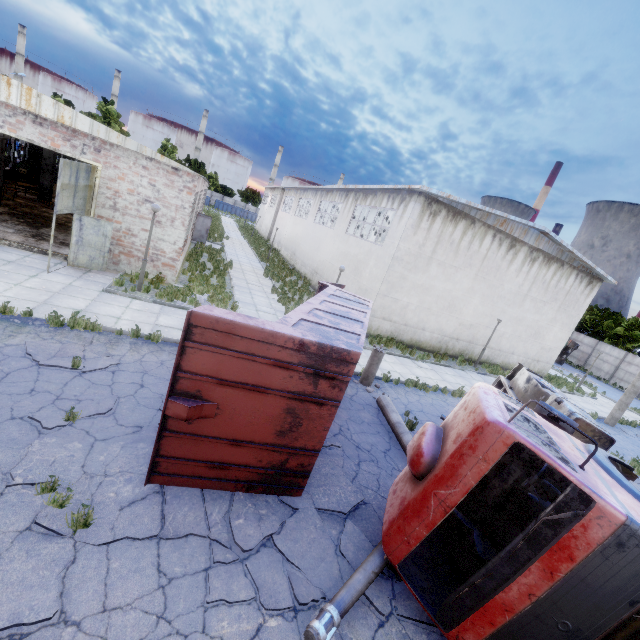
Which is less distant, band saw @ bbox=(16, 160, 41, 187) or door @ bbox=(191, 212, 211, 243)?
band saw @ bbox=(16, 160, 41, 187)

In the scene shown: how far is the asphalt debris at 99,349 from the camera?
8.06m

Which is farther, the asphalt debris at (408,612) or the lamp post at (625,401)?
the lamp post at (625,401)

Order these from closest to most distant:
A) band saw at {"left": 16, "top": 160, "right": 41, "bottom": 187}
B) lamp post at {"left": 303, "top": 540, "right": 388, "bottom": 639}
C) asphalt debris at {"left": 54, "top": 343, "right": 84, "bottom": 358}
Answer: lamp post at {"left": 303, "top": 540, "right": 388, "bottom": 639} → asphalt debris at {"left": 54, "top": 343, "right": 84, "bottom": 358} → band saw at {"left": 16, "top": 160, "right": 41, "bottom": 187}

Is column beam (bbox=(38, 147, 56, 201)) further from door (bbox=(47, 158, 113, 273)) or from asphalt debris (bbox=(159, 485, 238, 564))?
asphalt debris (bbox=(159, 485, 238, 564))

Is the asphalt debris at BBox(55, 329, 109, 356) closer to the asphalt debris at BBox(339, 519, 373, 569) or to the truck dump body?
the asphalt debris at BBox(339, 519, 373, 569)

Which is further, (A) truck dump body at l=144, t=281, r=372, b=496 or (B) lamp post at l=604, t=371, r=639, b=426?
(B) lamp post at l=604, t=371, r=639, b=426

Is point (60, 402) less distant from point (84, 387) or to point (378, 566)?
point (84, 387)
